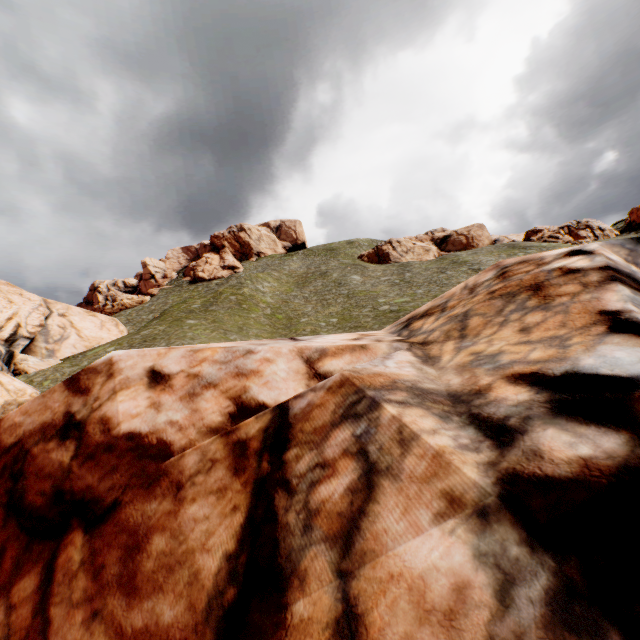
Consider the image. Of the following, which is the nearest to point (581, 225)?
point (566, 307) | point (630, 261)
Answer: point (630, 261)

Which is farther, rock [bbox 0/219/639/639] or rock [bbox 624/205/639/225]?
rock [bbox 624/205/639/225]

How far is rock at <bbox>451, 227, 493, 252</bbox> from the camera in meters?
57.8 m

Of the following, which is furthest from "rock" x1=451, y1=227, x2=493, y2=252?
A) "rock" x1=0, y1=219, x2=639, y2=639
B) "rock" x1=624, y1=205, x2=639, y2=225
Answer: "rock" x1=0, y1=219, x2=639, y2=639

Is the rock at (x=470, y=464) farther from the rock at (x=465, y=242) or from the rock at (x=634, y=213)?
the rock at (x=465, y=242)

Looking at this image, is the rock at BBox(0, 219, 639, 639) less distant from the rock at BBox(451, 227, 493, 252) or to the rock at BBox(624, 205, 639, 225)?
the rock at BBox(624, 205, 639, 225)

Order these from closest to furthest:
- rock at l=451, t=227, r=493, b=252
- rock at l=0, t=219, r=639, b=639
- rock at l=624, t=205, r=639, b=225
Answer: rock at l=0, t=219, r=639, b=639, rock at l=624, t=205, r=639, b=225, rock at l=451, t=227, r=493, b=252

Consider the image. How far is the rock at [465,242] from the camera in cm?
5778
